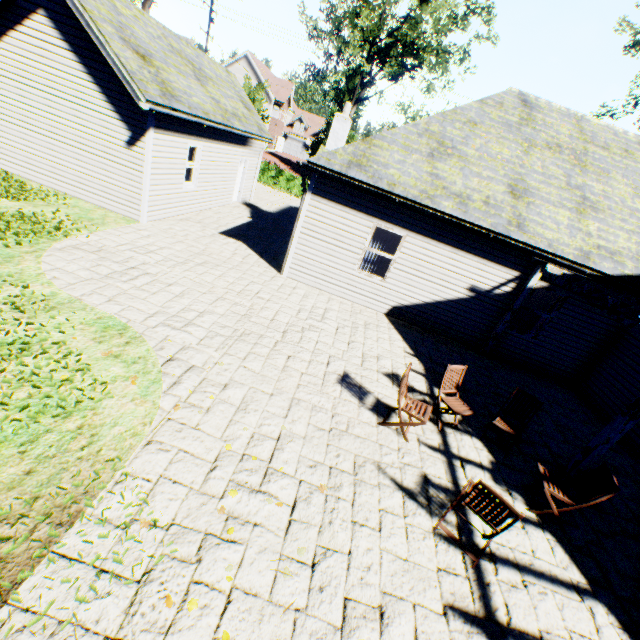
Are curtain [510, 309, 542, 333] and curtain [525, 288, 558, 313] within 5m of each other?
yes

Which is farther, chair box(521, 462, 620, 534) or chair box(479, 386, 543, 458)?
chair box(479, 386, 543, 458)

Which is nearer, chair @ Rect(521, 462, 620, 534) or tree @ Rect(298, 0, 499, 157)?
chair @ Rect(521, 462, 620, 534)

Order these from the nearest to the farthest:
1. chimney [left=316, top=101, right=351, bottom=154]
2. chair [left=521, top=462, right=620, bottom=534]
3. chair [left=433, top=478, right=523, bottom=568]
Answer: chair [left=433, top=478, right=523, bottom=568], chair [left=521, top=462, right=620, bottom=534], chimney [left=316, top=101, right=351, bottom=154]

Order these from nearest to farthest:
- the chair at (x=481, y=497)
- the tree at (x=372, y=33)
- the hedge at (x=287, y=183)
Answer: the chair at (x=481, y=497) < the tree at (x=372, y=33) < the hedge at (x=287, y=183)

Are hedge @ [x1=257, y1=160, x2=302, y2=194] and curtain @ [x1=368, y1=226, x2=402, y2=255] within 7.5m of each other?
no

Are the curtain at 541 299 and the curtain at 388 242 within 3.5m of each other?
no

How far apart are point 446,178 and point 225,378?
8.1m
